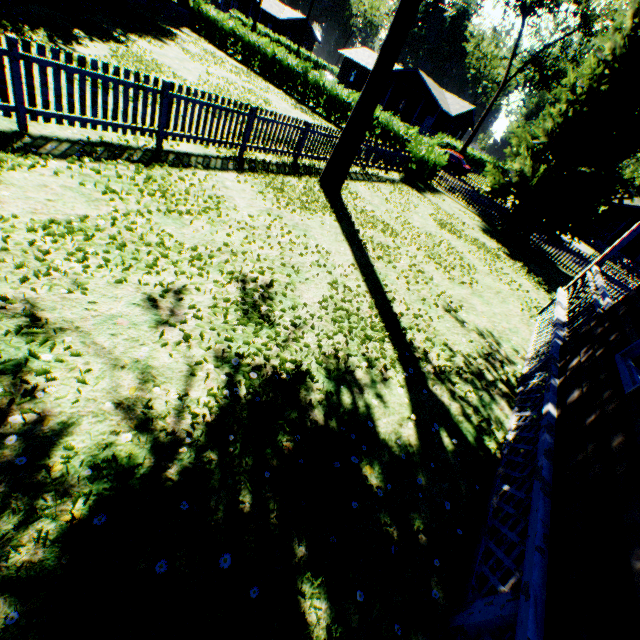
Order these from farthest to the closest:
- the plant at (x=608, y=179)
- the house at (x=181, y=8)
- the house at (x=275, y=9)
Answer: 1. the house at (x=275, y=9)
2. the house at (x=181, y=8)
3. the plant at (x=608, y=179)

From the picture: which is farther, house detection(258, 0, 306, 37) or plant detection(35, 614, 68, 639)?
house detection(258, 0, 306, 37)

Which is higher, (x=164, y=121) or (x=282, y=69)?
(x=282, y=69)

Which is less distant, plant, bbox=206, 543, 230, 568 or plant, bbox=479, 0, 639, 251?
plant, bbox=206, 543, 230, 568

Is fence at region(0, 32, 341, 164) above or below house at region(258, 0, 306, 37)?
below

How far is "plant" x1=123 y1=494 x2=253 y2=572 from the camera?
2.4m

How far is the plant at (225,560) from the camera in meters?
2.5 m

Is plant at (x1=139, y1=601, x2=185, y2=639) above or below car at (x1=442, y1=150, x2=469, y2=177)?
below
